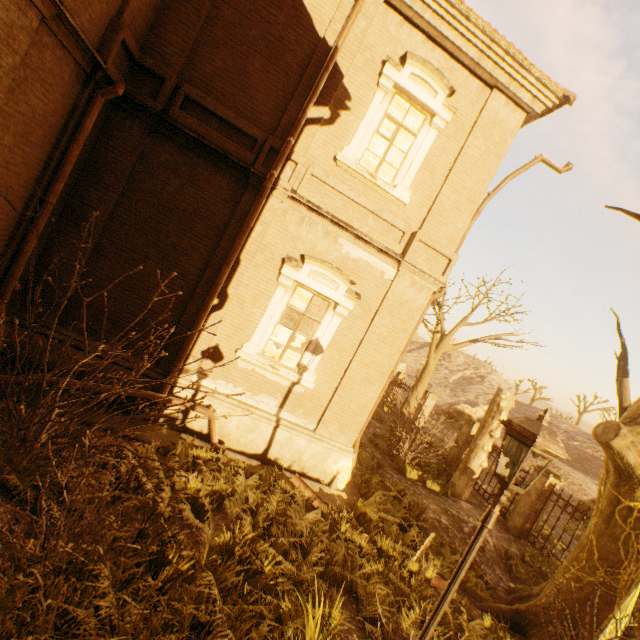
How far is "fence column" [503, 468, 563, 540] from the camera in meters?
11.3

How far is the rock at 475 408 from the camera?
30.0m

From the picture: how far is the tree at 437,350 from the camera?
14.93m

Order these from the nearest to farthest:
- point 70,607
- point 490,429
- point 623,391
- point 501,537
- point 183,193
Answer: point 70,607
point 183,193
point 623,391
point 501,537
point 490,429

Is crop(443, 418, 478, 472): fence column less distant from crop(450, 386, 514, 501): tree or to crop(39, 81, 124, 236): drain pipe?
crop(39, 81, 124, 236): drain pipe

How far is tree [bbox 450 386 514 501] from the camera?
12.04m

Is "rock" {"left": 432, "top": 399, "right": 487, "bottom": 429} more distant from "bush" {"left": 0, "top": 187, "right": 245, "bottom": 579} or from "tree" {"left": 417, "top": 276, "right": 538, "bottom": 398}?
"bush" {"left": 0, "top": 187, "right": 245, "bottom": 579}

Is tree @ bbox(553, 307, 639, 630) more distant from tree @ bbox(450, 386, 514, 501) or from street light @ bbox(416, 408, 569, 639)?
tree @ bbox(450, 386, 514, 501)
